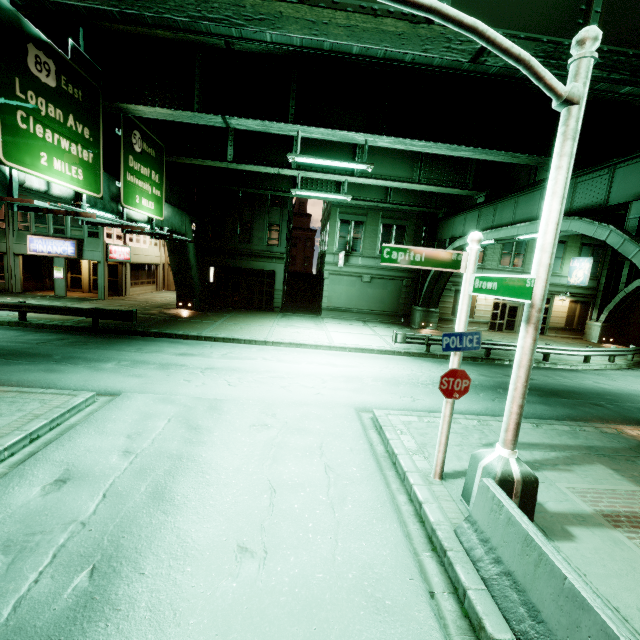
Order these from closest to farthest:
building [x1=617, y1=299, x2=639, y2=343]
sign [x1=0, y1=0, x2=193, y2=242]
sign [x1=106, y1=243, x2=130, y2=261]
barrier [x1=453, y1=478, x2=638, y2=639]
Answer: barrier [x1=453, y1=478, x2=638, y2=639] → sign [x1=0, y1=0, x2=193, y2=242] → sign [x1=106, y1=243, x2=130, y2=261] → building [x1=617, y1=299, x2=639, y2=343]

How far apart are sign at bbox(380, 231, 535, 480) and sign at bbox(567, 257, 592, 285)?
27.4 meters

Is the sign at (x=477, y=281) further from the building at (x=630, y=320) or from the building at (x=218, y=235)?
the building at (x=630, y=320)

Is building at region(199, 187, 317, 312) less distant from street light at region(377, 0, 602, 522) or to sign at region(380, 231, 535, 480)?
sign at region(380, 231, 535, 480)

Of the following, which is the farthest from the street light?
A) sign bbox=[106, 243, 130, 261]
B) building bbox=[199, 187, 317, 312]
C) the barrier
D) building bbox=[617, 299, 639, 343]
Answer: building bbox=[617, 299, 639, 343]

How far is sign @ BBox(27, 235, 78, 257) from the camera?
24.30m

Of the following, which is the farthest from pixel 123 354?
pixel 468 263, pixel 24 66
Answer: pixel 468 263

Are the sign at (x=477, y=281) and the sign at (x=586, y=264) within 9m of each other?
no
